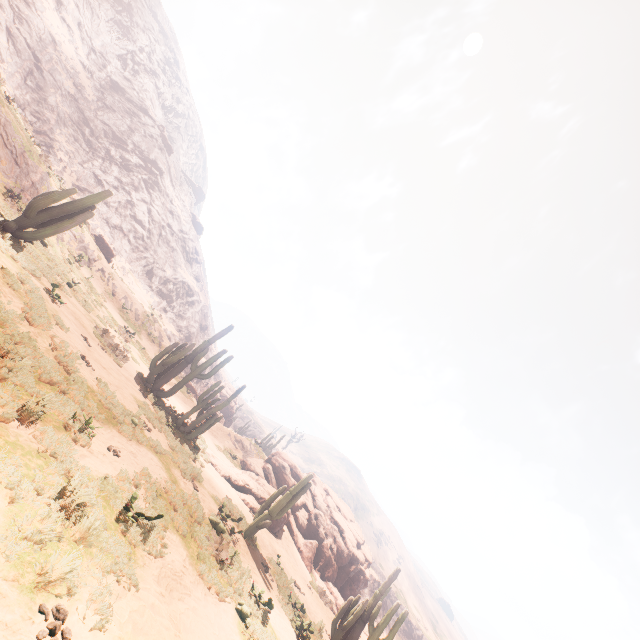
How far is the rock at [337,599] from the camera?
21.33m

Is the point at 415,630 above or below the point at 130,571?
above

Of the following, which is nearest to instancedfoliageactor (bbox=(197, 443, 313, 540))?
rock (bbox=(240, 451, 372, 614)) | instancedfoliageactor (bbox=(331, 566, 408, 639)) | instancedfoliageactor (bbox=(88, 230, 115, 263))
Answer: rock (bbox=(240, 451, 372, 614))

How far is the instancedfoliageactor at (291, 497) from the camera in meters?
13.1

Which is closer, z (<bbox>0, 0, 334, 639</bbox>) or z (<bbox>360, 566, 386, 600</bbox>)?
z (<bbox>0, 0, 334, 639</bbox>)

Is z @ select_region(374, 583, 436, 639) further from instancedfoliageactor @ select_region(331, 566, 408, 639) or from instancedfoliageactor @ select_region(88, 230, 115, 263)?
instancedfoliageactor @ select_region(331, 566, 408, 639)

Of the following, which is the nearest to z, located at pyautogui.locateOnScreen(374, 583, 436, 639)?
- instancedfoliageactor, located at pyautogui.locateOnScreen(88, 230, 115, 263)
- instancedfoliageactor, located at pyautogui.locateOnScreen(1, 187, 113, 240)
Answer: instancedfoliageactor, located at pyautogui.locateOnScreen(88, 230, 115, 263)

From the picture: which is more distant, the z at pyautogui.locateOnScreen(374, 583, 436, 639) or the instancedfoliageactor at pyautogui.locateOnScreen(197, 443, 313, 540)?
the z at pyautogui.locateOnScreen(374, 583, 436, 639)
